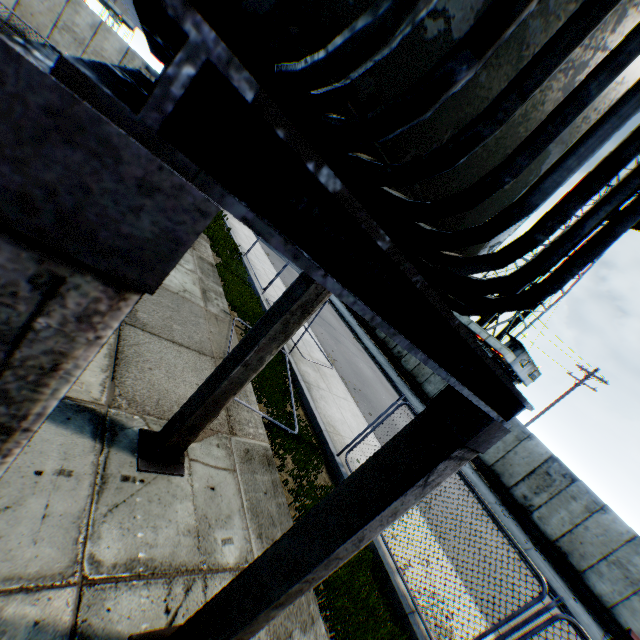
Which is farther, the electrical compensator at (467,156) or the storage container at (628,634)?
the storage container at (628,634)

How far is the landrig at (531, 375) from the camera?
27.7 meters

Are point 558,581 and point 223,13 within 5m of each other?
no

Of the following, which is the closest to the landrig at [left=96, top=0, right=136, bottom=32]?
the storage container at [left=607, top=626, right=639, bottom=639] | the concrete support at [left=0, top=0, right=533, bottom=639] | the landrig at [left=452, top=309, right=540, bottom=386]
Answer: the landrig at [left=452, top=309, right=540, bottom=386]

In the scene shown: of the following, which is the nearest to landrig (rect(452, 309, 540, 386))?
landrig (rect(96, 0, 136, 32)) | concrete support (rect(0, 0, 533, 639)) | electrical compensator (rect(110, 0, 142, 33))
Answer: concrete support (rect(0, 0, 533, 639))

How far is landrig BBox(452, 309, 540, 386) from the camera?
27.66m

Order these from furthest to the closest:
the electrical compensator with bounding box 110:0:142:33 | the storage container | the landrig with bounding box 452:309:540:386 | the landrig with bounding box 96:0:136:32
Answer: the landrig with bounding box 96:0:136:32 → the landrig with bounding box 452:309:540:386 → the storage container → the electrical compensator with bounding box 110:0:142:33

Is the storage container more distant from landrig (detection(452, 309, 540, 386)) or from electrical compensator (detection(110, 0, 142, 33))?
landrig (detection(452, 309, 540, 386))
